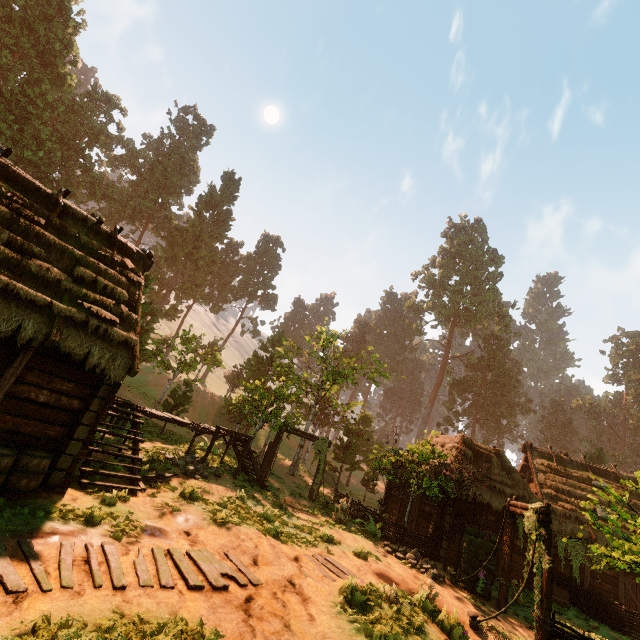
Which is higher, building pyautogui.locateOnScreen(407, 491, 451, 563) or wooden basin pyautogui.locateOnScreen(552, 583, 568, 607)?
building pyautogui.locateOnScreen(407, 491, 451, 563)

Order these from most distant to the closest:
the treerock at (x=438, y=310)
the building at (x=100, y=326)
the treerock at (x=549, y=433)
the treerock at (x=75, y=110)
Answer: the treerock at (x=438, y=310) < the treerock at (x=549, y=433) < the treerock at (x=75, y=110) < the building at (x=100, y=326)

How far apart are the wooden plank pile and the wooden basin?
17.83m

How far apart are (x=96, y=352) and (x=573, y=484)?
26.43m

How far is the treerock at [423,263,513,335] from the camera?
53.0 meters

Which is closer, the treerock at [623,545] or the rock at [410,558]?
the treerock at [623,545]

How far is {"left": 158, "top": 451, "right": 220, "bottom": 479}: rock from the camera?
12.5m

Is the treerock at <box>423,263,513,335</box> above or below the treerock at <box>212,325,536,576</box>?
above
